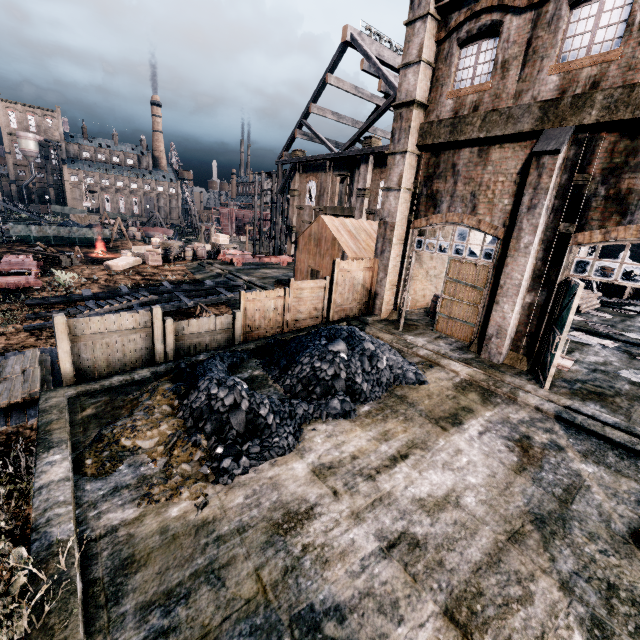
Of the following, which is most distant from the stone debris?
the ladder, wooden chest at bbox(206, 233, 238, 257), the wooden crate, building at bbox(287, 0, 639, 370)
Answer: wooden chest at bbox(206, 233, 238, 257)

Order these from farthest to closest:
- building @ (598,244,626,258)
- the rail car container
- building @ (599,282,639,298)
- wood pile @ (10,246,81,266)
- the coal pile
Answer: the rail car container, building @ (598,244,626,258), building @ (599,282,639,298), wood pile @ (10,246,81,266), the coal pile

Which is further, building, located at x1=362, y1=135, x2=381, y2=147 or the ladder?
building, located at x1=362, y1=135, x2=381, y2=147

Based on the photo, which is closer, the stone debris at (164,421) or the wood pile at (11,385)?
the stone debris at (164,421)

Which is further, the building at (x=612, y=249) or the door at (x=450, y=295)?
the building at (x=612, y=249)

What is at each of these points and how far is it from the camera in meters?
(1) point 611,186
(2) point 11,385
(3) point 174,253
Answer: (1) building, 9.9 m
(2) wood pile, 10.5 m
(3) wooden chest, 33.8 m

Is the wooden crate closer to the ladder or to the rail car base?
the rail car base

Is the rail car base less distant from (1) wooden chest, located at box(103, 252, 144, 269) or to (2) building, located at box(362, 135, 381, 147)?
(1) wooden chest, located at box(103, 252, 144, 269)
